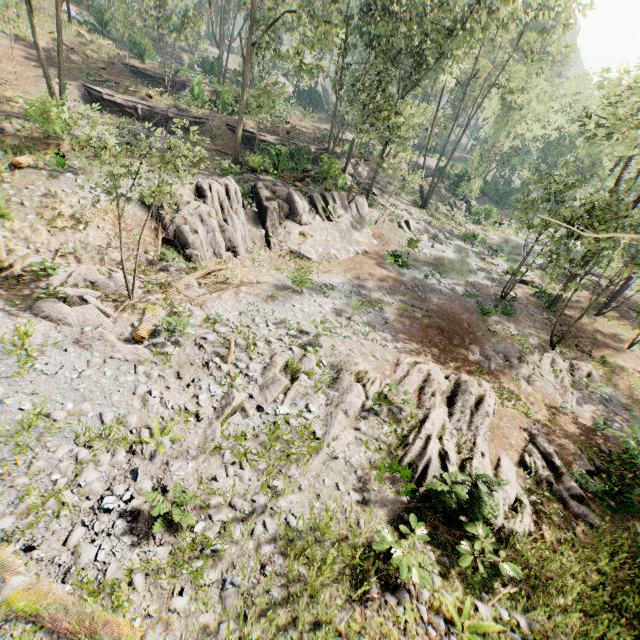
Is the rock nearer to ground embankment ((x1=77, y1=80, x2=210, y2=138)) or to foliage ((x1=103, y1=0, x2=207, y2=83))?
foliage ((x1=103, y1=0, x2=207, y2=83))

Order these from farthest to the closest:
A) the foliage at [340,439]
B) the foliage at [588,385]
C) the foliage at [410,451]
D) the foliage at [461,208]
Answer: the foliage at [588,385], the foliage at [461,208], the foliage at [340,439], the foliage at [410,451]

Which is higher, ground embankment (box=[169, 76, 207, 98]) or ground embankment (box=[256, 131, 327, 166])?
ground embankment (box=[169, 76, 207, 98])

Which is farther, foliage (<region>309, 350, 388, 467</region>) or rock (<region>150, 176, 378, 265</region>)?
rock (<region>150, 176, 378, 265</region>)

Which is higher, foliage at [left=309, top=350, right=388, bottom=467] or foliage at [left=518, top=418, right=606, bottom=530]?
foliage at [left=309, top=350, right=388, bottom=467]

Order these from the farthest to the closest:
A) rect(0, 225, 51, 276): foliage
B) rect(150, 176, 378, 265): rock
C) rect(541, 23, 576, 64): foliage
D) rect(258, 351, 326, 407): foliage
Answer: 1. rect(541, 23, 576, 64): foliage
2. rect(150, 176, 378, 265): rock
3. rect(0, 225, 51, 276): foliage
4. rect(258, 351, 326, 407): foliage

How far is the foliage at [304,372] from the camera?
10.2 meters

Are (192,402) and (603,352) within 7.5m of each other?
no
